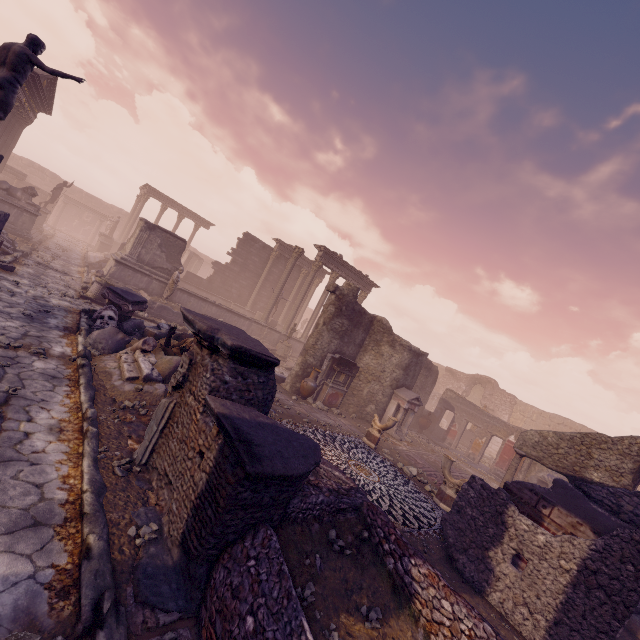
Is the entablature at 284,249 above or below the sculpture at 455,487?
above

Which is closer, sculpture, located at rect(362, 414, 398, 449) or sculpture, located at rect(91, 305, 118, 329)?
sculpture, located at rect(91, 305, 118, 329)

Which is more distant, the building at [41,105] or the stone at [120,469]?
the building at [41,105]

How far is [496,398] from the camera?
28.83m

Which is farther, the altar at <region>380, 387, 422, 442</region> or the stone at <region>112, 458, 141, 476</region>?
the altar at <region>380, 387, 422, 442</region>

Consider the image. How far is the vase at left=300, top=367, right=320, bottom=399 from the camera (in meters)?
12.85

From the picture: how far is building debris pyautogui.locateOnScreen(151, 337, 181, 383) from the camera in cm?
716

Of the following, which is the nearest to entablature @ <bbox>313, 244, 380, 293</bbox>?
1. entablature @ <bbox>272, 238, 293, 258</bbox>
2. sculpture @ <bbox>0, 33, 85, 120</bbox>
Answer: entablature @ <bbox>272, 238, 293, 258</bbox>
